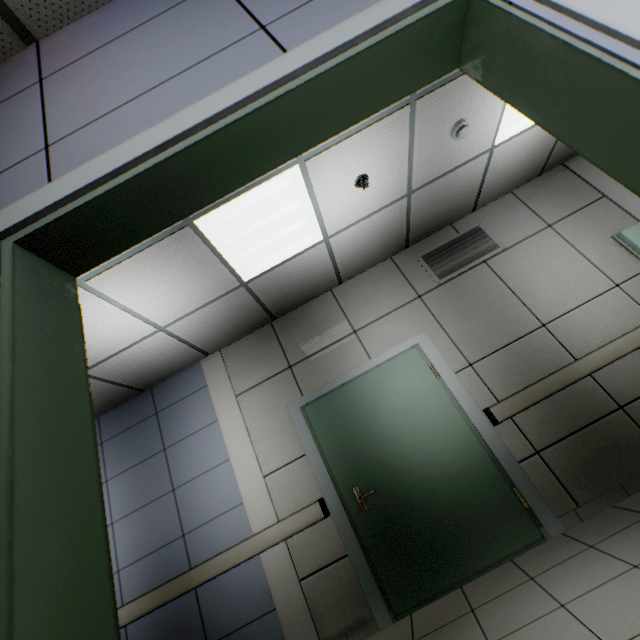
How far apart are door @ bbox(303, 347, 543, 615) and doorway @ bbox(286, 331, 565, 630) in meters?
0.0

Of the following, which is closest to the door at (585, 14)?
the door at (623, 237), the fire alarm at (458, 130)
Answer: the fire alarm at (458, 130)

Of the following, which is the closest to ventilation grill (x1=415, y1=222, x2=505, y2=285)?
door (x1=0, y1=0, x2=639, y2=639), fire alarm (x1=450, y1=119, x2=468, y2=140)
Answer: fire alarm (x1=450, y1=119, x2=468, y2=140)

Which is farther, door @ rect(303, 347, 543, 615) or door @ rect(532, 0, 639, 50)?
door @ rect(303, 347, 543, 615)

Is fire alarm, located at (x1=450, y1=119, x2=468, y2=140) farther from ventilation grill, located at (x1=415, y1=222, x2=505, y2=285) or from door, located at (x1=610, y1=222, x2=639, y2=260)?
door, located at (x1=610, y1=222, x2=639, y2=260)

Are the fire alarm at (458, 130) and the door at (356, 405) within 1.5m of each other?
no

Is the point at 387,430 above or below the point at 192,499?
below

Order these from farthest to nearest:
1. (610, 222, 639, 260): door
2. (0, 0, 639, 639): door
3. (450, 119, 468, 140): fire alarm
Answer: (610, 222, 639, 260): door
(450, 119, 468, 140): fire alarm
(0, 0, 639, 639): door
